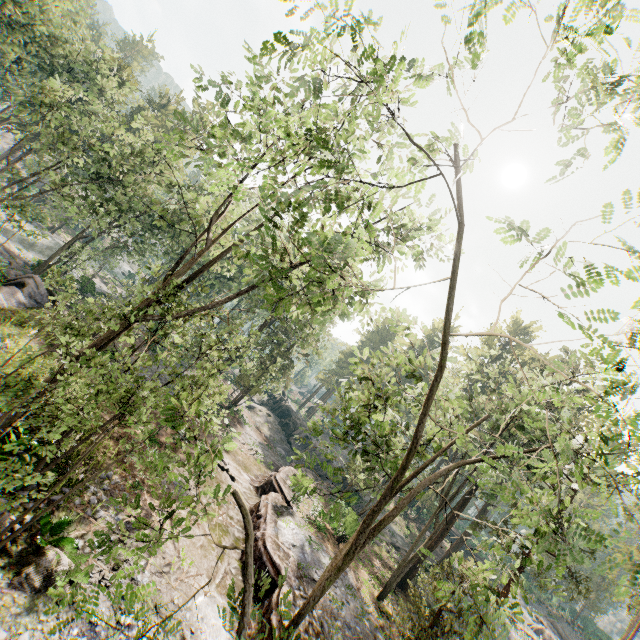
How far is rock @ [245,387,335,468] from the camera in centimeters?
4212cm

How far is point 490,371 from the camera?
25.5m

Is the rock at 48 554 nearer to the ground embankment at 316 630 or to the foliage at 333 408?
the foliage at 333 408

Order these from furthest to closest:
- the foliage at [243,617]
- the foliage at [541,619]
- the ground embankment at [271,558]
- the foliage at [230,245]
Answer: the foliage at [541,619]
the ground embankment at [271,558]
the foliage at [230,245]
the foliage at [243,617]

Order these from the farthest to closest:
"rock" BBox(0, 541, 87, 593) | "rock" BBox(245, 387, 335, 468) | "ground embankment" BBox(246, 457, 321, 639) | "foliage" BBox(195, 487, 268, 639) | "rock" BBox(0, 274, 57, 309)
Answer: "rock" BBox(245, 387, 335, 468), "rock" BBox(0, 274, 57, 309), "ground embankment" BBox(246, 457, 321, 639), "rock" BBox(0, 541, 87, 593), "foliage" BBox(195, 487, 268, 639)

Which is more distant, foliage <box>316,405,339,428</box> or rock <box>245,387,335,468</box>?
rock <box>245,387,335,468</box>

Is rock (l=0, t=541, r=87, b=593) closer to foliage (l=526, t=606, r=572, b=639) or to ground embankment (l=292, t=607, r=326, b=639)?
foliage (l=526, t=606, r=572, b=639)

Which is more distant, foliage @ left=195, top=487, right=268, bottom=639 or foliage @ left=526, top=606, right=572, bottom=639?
foliage @ left=526, top=606, right=572, bottom=639
